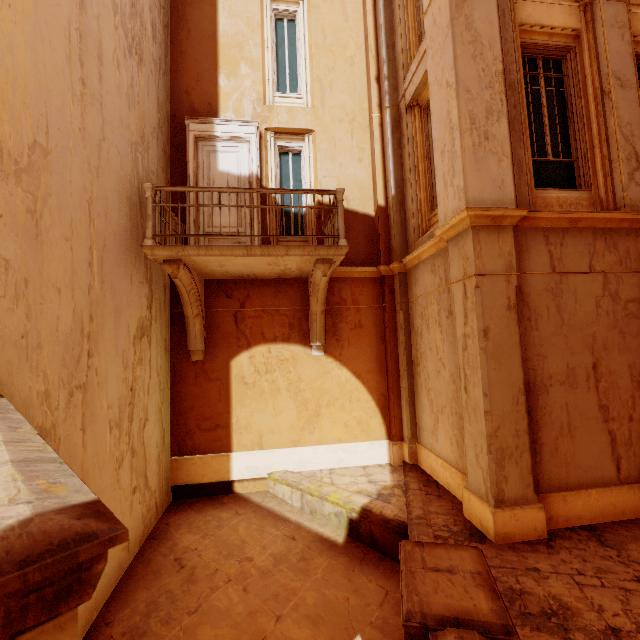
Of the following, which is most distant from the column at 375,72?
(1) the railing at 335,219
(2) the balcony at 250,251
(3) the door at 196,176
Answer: (3) the door at 196,176

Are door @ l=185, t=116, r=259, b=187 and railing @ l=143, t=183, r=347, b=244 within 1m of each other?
no

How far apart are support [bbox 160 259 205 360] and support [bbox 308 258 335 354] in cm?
232

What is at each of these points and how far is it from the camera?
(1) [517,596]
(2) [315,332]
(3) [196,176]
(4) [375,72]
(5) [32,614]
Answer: (1) building, 3.4 meters
(2) support, 7.3 meters
(3) door, 7.5 meters
(4) column, 8.1 meters
(5) building, 0.6 meters

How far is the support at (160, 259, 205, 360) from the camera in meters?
5.7

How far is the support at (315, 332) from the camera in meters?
6.1

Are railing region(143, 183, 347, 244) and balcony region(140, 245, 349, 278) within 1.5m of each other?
yes

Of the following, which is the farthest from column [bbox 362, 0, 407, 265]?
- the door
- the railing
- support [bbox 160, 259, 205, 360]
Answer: support [bbox 160, 259, 205, 360]
